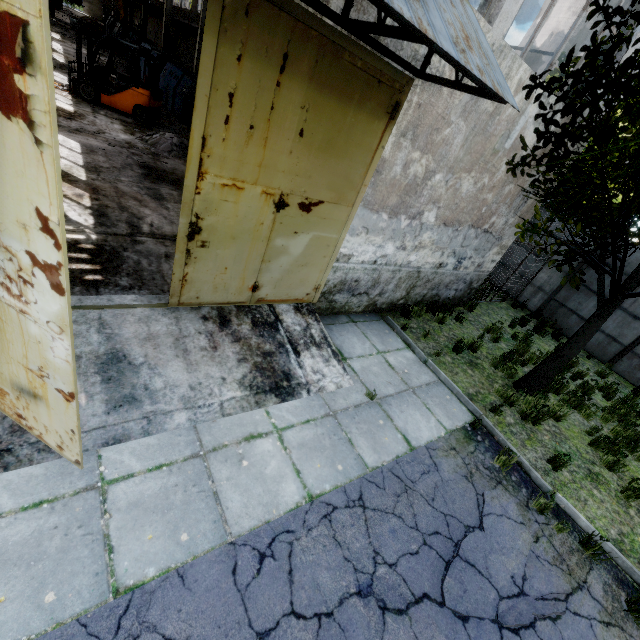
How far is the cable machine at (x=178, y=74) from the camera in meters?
14.7

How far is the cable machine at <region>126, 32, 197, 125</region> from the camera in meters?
14.7 m

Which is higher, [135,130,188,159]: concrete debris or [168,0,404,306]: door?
[168,0,404,306]: door

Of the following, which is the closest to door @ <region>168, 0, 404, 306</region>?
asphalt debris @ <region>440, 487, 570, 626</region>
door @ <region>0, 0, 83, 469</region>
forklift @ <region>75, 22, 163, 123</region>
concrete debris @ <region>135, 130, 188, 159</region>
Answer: door @ <region>0, 0, 83, 469</region>

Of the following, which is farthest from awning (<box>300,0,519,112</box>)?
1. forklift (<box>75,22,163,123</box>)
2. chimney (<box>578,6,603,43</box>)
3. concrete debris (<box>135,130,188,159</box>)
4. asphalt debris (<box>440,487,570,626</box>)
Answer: chimney (<box>578,6,603,43</box>)

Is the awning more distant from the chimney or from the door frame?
the chimney

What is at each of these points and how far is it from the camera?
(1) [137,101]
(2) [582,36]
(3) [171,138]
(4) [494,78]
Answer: (1) forklift, 12.0 meters
(2) chimney, 60.0 meters
(3) concrete debris, 11.0 meters
(4) awning, 3.5 meters

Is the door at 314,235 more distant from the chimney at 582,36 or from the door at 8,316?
the chimney at 582,36
